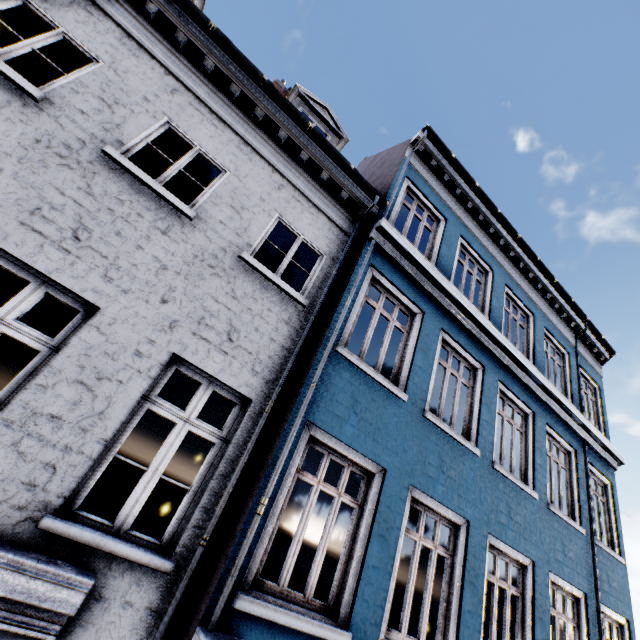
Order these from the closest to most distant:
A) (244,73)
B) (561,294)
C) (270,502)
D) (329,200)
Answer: (270,502)
(244,73)
(329,200)
(561,294)
